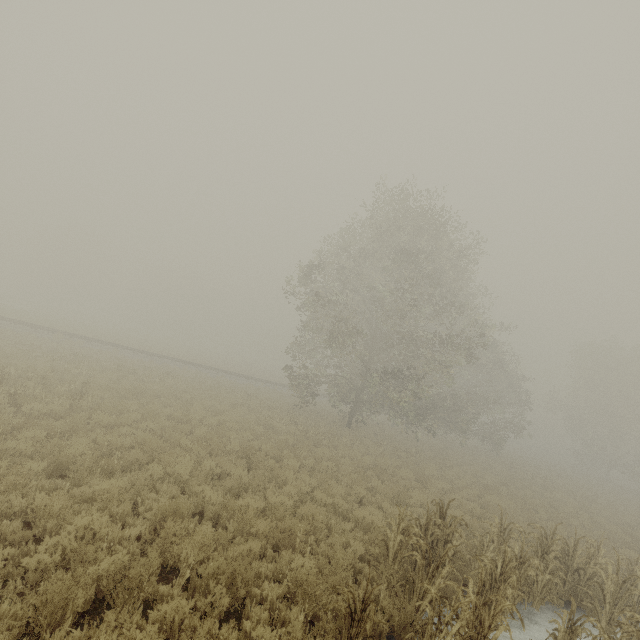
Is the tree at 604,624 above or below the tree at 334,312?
below

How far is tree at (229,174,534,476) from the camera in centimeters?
1922cm

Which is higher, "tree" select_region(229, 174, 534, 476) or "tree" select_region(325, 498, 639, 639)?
"tree" select_region(229, 174, 534, 476)

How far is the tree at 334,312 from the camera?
19.2 meters

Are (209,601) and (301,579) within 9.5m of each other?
yes

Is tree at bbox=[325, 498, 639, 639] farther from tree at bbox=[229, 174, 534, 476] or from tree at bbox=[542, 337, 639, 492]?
tree at bbox=[542, 337, 639, 492]

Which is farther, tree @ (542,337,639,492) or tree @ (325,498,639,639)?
tree @ (542,337,639,492)

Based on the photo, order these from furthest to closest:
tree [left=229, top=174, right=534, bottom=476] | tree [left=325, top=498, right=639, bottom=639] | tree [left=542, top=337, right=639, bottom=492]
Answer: tree [left=542, top=337, right=639, bottom=492] < tree [left=229, top=174, right=534, bottom=476] < tree [left=325, top=498, right=639, bottom=639]
